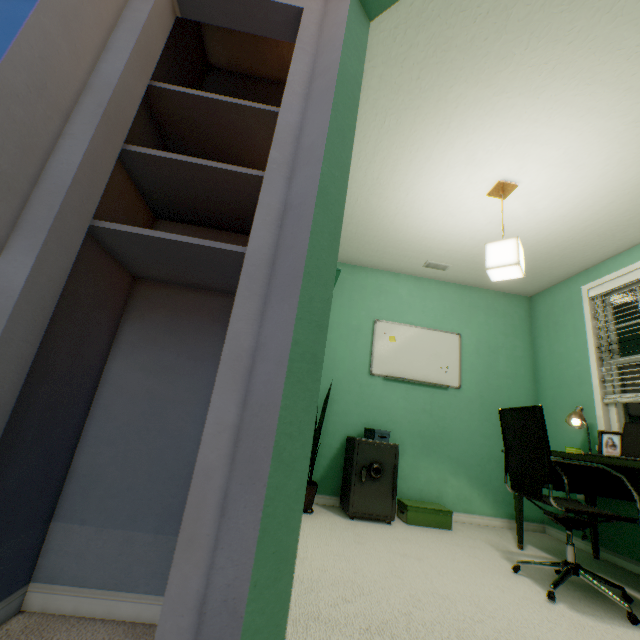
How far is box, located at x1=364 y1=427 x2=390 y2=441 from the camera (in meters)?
2.91

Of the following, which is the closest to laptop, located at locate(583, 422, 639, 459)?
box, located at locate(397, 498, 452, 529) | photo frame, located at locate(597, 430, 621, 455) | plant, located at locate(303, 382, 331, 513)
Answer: photo frame, located at locate(597, 430, 621, 455)

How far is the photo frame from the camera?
2.4 meters

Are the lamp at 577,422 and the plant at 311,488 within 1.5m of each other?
no

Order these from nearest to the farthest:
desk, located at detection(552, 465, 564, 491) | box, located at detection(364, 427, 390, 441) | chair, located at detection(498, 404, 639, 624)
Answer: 1. chair, located at detection(498, 404, 639, 624)
2. desk, located at detection(552, 465, 564, 491)
3. box, located at detection(364, 427, 390, 441)

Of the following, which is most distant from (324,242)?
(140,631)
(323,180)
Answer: (140,631)

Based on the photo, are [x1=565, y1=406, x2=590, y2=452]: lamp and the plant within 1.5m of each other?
no

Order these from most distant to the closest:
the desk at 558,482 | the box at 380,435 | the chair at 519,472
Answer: the box at 380,435, the desk at 558,482, the chair at 519,472
